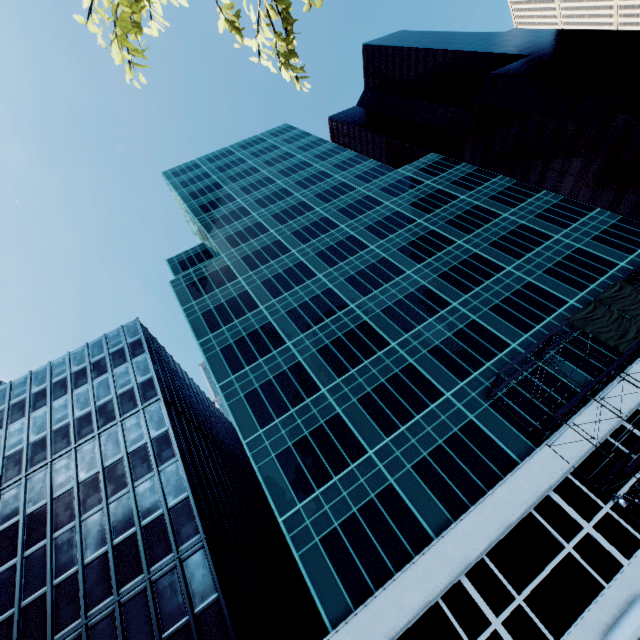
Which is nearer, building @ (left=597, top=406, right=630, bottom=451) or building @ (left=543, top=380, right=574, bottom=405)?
building @ (left=597, top=406, right=630, bottom=451)

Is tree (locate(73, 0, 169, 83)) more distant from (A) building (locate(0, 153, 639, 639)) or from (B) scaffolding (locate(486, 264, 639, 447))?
(A) building (locate(0, 153, 639, 639))

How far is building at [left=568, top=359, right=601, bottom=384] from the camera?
25.44m

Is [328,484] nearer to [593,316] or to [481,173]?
[593,316]

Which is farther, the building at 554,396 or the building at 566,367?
the building at 566,367

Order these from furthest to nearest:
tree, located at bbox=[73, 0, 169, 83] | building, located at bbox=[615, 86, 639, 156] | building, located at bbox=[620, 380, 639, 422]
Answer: building, located at bbox=[615, 86, 639, 156] < building, located at bbox=[620, 380, 639, 422] < tree, located at bbox=[73, 0, 169, 83]

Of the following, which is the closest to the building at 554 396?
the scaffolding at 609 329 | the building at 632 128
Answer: the scaffolding at 609 329

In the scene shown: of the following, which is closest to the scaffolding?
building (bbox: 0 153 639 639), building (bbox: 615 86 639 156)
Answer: building (bbox: 0 153 639 639)
